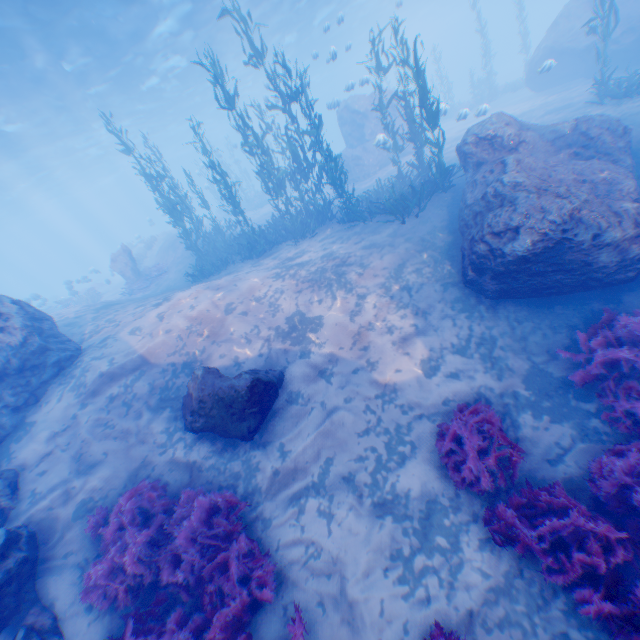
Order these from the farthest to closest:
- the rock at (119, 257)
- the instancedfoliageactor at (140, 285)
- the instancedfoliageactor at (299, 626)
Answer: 1. the rock at (119, 257)
2. the instancedfoliageactor at (140, 285)
3. the instancedfoliageactor at (299, 626)

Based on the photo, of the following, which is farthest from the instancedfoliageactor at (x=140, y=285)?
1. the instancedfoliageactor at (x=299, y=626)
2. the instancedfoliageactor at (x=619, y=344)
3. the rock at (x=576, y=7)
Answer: the instancedfoliageactor at (x=299, y=626)

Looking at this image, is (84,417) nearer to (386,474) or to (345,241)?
(386,474)

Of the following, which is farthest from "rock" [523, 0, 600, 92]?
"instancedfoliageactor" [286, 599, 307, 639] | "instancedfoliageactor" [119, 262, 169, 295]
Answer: "instancedfoliageactor" [286, 599, 307, 639]

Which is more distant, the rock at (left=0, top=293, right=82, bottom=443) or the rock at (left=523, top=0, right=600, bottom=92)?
the rock at (left=523, top=0, right=600, bottom=92)

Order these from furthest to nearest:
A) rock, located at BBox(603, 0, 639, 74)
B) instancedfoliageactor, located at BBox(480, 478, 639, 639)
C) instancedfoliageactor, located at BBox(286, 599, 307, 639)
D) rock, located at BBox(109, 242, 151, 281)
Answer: rock, located at BBox(109, 242, 151, 281) → rock, located at BBox(603, 0, 639, 74) → instancedfoliageactor, located at BBox(286, 599, 307, 639) → instancedfoliageactor, located at BBox(480, 478, 639, 639)

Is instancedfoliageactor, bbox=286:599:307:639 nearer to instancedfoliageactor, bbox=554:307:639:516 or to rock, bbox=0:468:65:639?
instancedfoliageactor, bbox=554:307:639:516

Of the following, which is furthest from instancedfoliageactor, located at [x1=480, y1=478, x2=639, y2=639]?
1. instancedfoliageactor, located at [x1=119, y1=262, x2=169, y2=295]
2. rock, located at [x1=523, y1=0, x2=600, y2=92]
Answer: instancedfoliageactor, located at [x1=119, y1=262, x2=169, y2=295]
